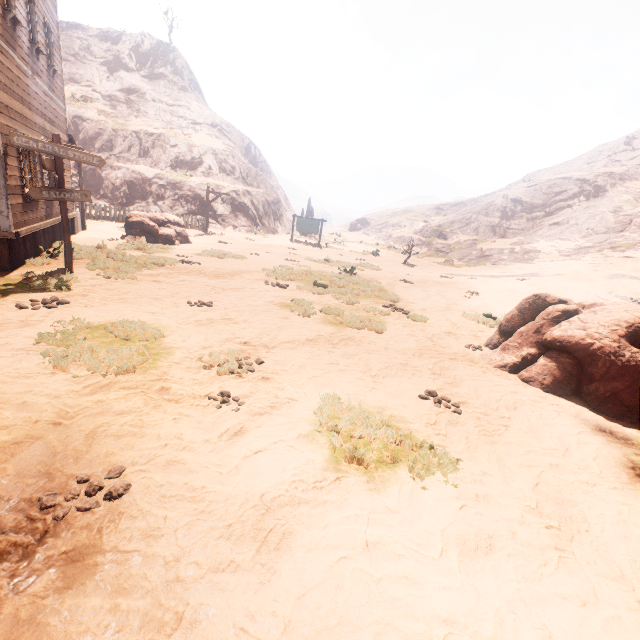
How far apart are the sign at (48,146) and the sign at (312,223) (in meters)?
19.21

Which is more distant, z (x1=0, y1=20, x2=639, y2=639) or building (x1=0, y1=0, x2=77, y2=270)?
building (x1=0, y1=0, x2=77, y2=270)

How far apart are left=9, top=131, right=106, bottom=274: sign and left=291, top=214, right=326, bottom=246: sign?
19.21m

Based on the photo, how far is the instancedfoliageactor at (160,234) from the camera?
14.87m

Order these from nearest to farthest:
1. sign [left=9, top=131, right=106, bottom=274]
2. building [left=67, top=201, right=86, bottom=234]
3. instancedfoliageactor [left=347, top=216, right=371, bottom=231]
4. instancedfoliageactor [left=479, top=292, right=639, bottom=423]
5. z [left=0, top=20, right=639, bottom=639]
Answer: z [left=0, top=20, right=639, bottom=639] < instancedfoliageactor [left=479, top=292, right=639, bottom=423] < sign [left=9, top=131, right=106, bottom=274] < building [left=67, top=201, right=86, bottom=234] < instancedfoliageactor [left=347, top=216, right=371, bottom=231]

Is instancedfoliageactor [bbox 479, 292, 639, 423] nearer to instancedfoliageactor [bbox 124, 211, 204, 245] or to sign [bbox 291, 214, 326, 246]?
instancedfoliageactor [bbox 124, 211, 204, 245]

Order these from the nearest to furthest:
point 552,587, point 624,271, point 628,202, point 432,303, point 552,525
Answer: point 552,587
point 552,525
point 432,303
point 624,271
point 628,202

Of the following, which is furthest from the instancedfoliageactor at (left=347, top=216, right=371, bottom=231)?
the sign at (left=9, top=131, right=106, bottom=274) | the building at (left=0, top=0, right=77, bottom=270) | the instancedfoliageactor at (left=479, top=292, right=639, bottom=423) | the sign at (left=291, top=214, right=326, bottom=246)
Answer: the sign at (left=9, top=131, right=106, bottom=274)
